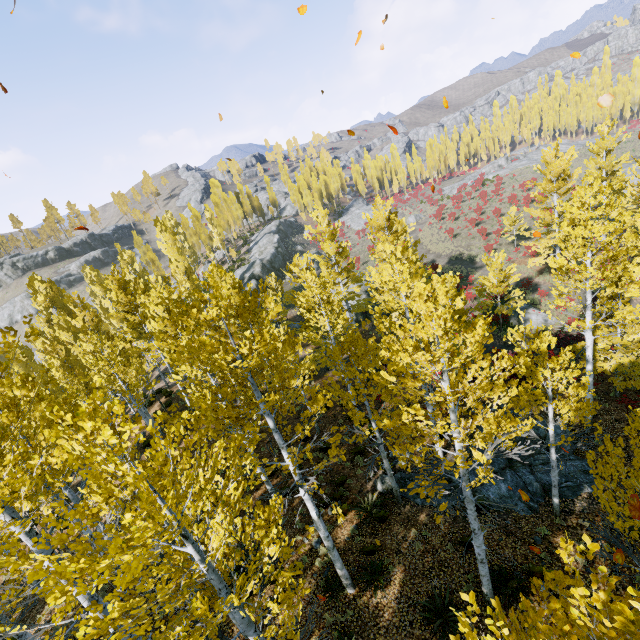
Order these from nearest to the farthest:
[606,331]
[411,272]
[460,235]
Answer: [411,272] → [606,331] → [460,235]

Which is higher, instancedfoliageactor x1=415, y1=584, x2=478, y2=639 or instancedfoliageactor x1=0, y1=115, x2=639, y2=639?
instancedfoliageactor x1=0, y1=115, x2=639, y2=639

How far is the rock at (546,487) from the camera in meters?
11.4

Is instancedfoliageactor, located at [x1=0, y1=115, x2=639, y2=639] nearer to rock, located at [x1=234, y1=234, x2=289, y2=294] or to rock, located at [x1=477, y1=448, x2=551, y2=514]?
rock, located at [x1=234, y1=234, x2=289, y2=294]

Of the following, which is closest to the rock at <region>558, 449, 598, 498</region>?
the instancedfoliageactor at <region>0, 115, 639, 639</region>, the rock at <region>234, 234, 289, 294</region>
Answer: the instancedfoliageactor at <region>0, 115, 639, 639</region>

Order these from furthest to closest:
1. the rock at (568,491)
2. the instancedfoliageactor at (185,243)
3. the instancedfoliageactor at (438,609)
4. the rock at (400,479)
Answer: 1. the rock at (400,479)
2. the rock at (568,491)
3. the instancedfoliageactor at (185,243)
4. the instancedfoliageactor at (438,609)
